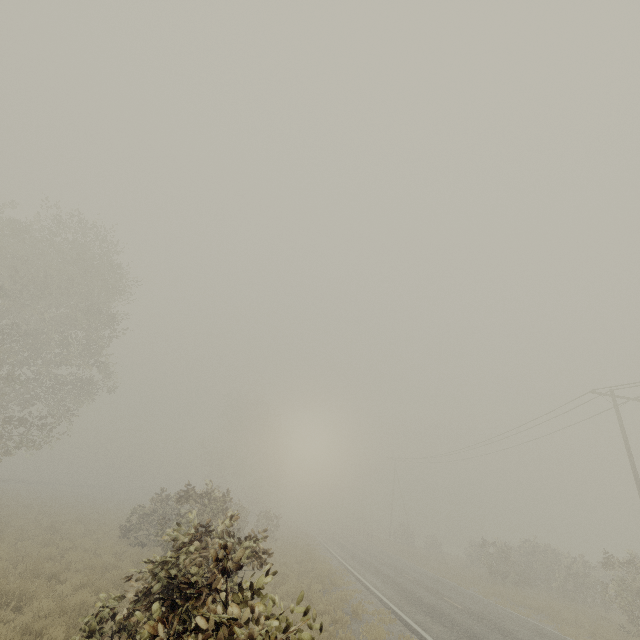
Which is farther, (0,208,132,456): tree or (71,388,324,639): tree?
(0,208,132,456): tree

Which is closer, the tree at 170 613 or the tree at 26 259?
the tree at 170 613

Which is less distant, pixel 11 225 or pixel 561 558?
pixel 11 225

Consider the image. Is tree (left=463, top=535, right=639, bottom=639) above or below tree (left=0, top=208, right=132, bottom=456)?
below

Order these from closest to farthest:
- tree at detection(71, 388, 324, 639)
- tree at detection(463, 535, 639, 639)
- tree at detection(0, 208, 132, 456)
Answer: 1. tree at detection(71, 388, 324, 639)
2. tree at detection(463, 535, 639, 639)
3. tree at detection(0, 208, 132, 456)

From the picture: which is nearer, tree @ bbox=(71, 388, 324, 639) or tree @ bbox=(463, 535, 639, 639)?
tree @ bbox=(71, 388, 324, 639)

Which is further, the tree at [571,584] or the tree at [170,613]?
the tree at [571,584]
